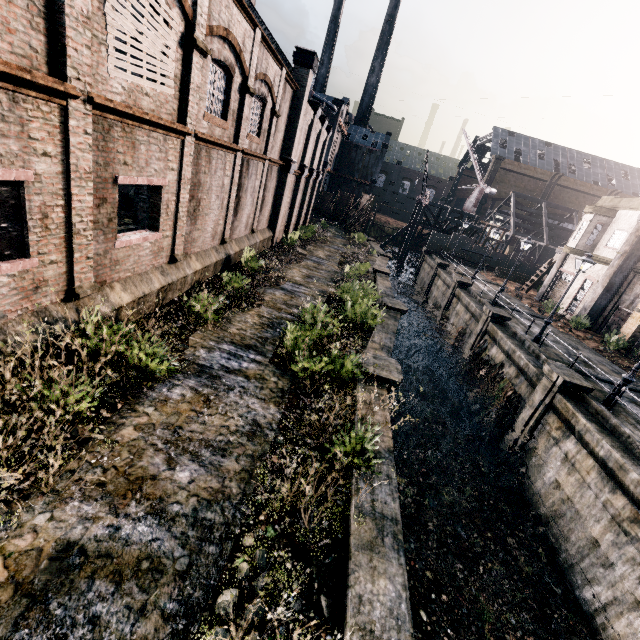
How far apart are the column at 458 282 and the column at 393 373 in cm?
2160

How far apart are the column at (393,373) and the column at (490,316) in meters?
13.6 m

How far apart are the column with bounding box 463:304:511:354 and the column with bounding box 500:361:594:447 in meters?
7.0 m

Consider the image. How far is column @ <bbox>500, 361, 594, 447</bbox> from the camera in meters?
14.6 m

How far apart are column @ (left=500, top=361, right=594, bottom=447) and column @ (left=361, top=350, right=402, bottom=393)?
8.18m

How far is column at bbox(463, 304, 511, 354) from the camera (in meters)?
22.63

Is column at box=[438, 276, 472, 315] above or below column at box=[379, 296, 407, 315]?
above

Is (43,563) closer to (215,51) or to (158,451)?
(158,451)
